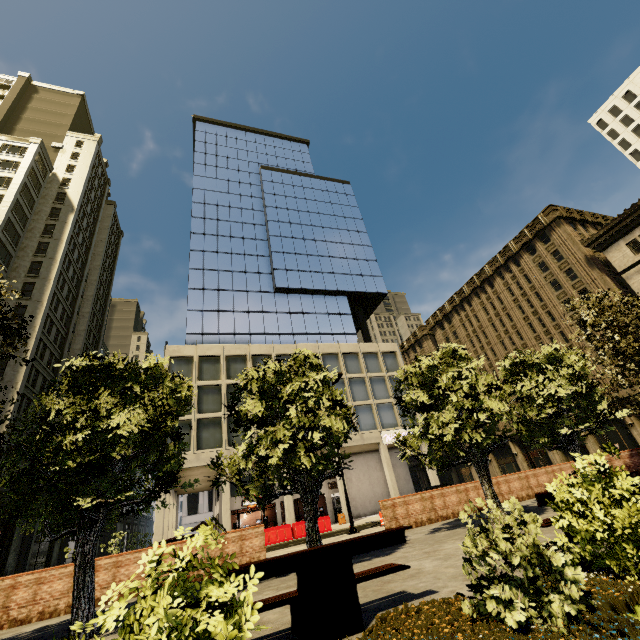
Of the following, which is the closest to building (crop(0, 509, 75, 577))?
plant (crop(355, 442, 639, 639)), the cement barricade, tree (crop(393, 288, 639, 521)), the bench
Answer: tree (crop(393, 288, 639, 521))

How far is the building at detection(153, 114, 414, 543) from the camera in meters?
29.6 m

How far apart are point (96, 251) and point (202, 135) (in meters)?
25.89

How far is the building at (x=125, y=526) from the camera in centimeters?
4315cm

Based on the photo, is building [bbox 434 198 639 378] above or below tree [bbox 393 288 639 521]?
above

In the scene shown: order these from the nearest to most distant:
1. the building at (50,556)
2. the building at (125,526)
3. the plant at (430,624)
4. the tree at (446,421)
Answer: the plant at (430,624) < the tree at (446,421) < the building at (50,556) < the building at (125,526)
